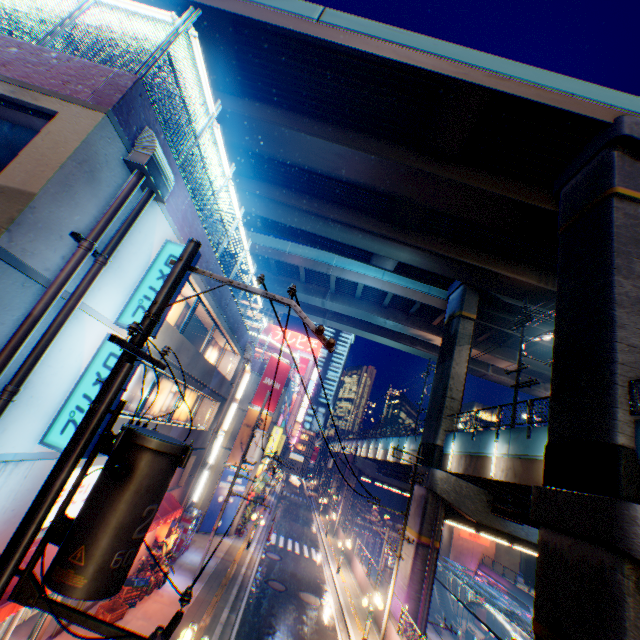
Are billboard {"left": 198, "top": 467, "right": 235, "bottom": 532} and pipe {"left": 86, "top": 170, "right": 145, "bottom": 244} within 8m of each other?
no

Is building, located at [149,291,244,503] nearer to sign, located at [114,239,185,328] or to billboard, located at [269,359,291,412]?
sign, located at [114,239,185,328]

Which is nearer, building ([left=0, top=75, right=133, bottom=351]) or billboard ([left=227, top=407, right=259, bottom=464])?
building ([left=0, top=75, right=133, bottom=351])

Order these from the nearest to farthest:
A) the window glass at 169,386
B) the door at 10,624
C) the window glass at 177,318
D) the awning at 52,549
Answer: the awning at 52,549, the door at 10,624, the window glass at 177,318, the window glass at 169,386

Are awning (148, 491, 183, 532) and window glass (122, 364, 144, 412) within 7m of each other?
yes

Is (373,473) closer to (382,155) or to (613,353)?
(613,353)

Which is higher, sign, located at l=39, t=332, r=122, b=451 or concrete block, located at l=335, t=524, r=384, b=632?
sign, located at l=39, t=332, r=122, b=451

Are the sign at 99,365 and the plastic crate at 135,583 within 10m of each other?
yes
